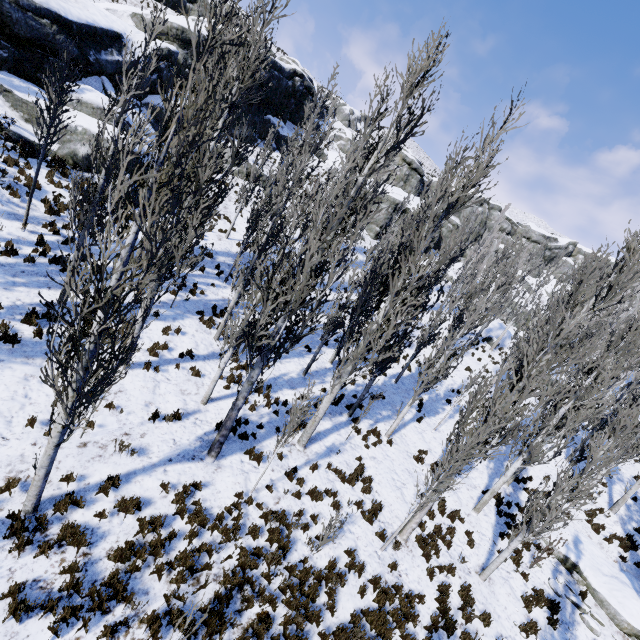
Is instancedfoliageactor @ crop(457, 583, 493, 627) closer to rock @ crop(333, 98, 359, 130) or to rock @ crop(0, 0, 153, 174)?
rock @ crop(0, 0, 153, 174)

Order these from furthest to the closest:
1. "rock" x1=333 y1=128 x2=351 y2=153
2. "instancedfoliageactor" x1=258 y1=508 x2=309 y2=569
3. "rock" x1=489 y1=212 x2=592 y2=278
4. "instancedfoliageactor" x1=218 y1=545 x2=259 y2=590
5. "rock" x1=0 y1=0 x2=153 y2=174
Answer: "rock" x1=489 y1=212 x2=592 y2=278, "rock" x1=333 y1=128 x2=351 y2=153, "rock" x1=0 y1=0 x2=153 y2=174, "instancedfoliageactor" x1=258 y1=508 x2=309 y2=569, "instancedfoliageactor" x1=218 y1=545 x2=259 y2=590

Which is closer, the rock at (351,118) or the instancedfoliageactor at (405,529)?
the instancedfoliageactor at (405,529)

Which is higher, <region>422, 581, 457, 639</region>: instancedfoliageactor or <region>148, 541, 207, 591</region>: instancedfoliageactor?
<region>422, 581, 457, 639</region>: instancedfoliageactor

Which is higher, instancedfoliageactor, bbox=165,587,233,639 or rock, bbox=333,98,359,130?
rock, bbox=333,98,359,130

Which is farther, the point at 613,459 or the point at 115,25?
the point at 115,25

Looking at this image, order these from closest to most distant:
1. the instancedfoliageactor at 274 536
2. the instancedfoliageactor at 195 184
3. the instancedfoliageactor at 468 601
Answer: the instancedfoliageactor at 195 184, the instancedfoliageactor at 274 536, the instancedfoliageactor at 468 601
